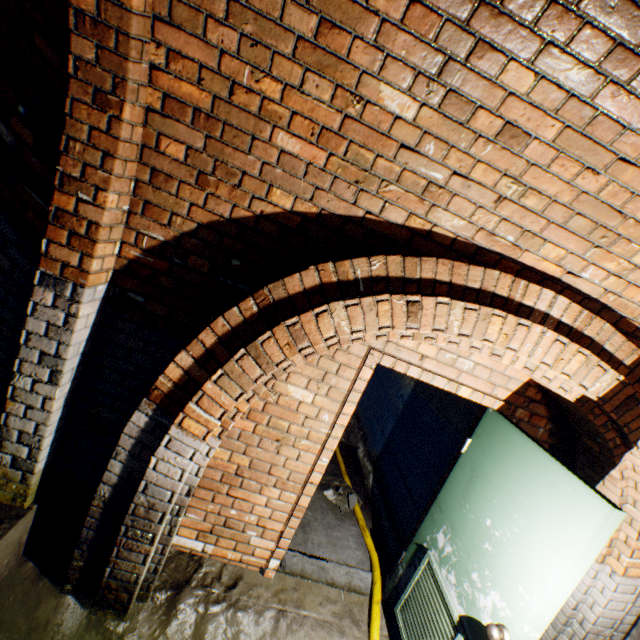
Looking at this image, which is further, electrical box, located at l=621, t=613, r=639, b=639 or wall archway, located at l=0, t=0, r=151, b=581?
electrical box, located at l=621, t=613, r=639, b=639

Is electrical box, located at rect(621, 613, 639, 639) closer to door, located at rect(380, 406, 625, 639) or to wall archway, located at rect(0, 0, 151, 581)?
door, located at rect(380, 406, 625, 639)

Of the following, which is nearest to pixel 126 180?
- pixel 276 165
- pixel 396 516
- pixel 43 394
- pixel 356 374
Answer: pixel 276 165

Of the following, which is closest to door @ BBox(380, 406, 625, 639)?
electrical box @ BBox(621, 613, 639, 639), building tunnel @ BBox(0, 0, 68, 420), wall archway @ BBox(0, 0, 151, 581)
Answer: building tunnel @ BBox(0, 0, 68, 420)

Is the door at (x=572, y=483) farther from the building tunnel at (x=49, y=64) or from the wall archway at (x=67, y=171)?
the wall archway at (x=67, y=171)

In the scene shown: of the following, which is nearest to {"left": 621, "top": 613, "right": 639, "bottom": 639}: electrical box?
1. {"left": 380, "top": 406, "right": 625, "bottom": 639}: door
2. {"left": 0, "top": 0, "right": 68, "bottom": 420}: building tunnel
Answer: {"left": 0, "top": 0, "right": 68, "bottom": 420}: building tunnel

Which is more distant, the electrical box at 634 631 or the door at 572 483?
the electrical box at 634 631
